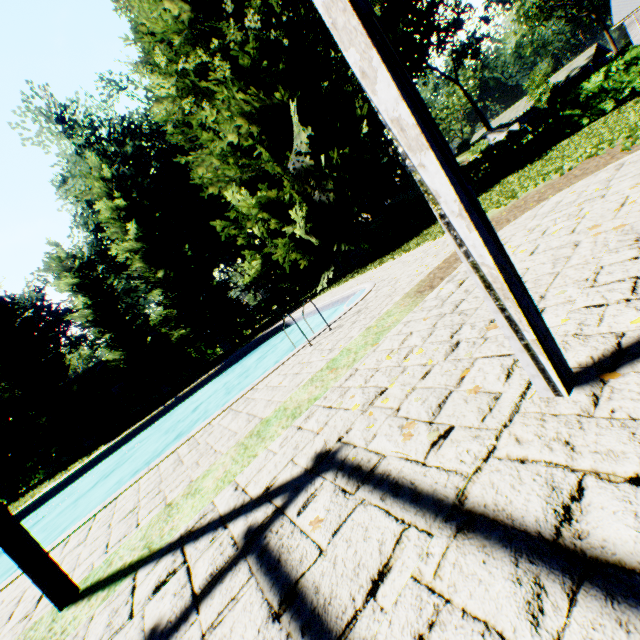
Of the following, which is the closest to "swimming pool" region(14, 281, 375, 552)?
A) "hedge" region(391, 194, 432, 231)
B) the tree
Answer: the tree

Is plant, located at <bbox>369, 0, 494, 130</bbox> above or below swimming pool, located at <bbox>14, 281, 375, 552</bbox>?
above

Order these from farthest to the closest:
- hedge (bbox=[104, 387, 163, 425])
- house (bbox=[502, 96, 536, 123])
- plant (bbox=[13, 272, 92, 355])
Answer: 1. house (bbox=[502, 96, 536, 123])
2. plant (bbox=[13, 272, 92, 355])
3. hedge (bbox=[104, 387, 163, 425])

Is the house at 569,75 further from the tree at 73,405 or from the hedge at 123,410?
the hedge at 123,410

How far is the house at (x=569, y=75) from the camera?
48.56m

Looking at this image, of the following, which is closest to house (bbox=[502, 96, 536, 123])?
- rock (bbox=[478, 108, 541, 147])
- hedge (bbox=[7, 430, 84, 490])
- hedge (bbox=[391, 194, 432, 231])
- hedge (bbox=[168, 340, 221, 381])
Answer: rock (bbox=[478, 108, 541, 147])

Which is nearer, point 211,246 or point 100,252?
point 100,252

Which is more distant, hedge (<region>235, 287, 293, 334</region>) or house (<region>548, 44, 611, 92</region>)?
house (<region>548, 44, 611, 92</region>)
